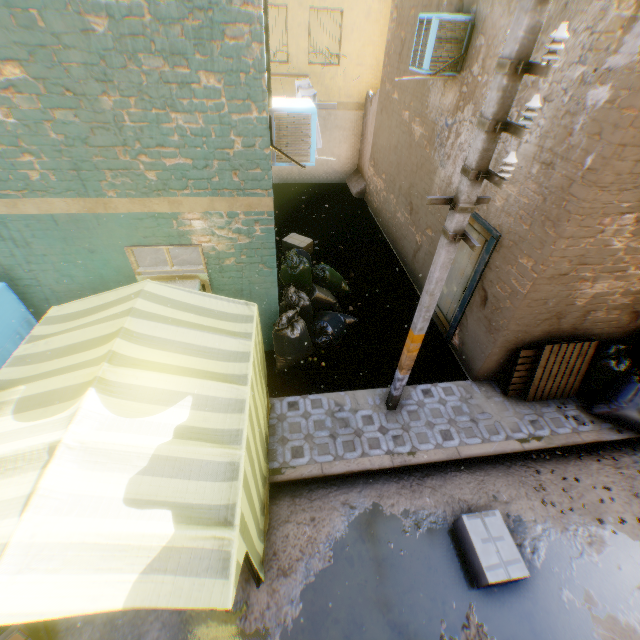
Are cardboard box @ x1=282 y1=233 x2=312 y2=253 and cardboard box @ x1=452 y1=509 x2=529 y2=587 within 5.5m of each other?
no

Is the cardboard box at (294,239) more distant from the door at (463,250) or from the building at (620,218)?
the door at (463,250)

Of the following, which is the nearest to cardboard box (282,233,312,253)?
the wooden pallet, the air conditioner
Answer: the air conditioner

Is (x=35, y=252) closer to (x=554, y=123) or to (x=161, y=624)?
(x=161, y=624)

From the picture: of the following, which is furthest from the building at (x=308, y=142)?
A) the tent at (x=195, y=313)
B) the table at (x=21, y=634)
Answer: the table at (x=21, y=634)

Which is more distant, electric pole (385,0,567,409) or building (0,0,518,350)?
building (0,0,518,350)

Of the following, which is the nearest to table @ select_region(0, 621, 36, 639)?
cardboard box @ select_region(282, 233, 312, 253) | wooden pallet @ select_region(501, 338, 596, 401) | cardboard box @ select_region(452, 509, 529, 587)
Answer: cardboard box @ select_region(452, 509, 529, 587)

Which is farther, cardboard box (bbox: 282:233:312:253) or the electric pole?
cardboard box (bbox: 282:233:312:253)
